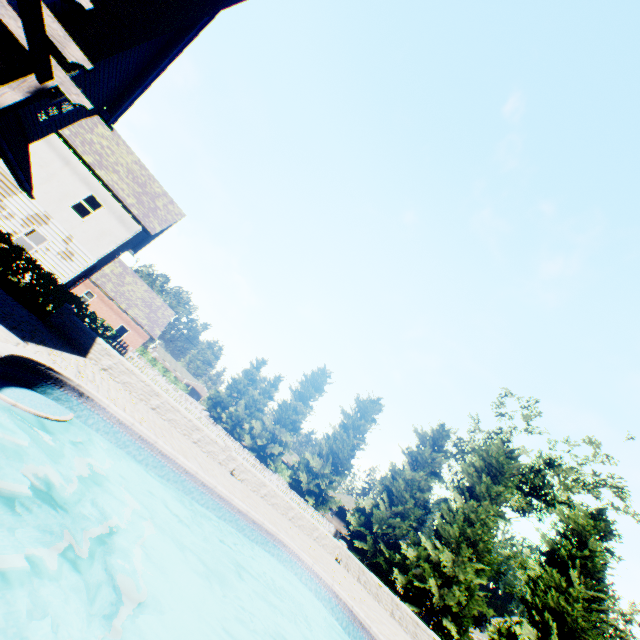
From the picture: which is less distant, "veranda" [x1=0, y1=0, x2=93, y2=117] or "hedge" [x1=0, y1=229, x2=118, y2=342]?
"veranda" [x1=0, y1=0, x2=93, y2=117]

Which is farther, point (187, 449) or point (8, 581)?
point (187, 449)

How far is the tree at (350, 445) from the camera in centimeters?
2573cm

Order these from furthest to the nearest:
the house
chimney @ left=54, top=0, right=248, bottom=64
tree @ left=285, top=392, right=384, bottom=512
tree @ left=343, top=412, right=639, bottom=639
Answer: the house, tree @ left=285, top=392, right=384, bottom=512, tree @ left=343, top=412, right=639, bottom=639, chimney @ left=54, top=0, right=248, bottom=64

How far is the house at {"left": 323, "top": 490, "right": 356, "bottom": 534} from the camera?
49.1 meters

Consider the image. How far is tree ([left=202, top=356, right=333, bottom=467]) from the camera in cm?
3369

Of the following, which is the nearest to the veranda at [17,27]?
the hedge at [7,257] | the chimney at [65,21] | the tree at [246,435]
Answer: the chimney at [65,21]
